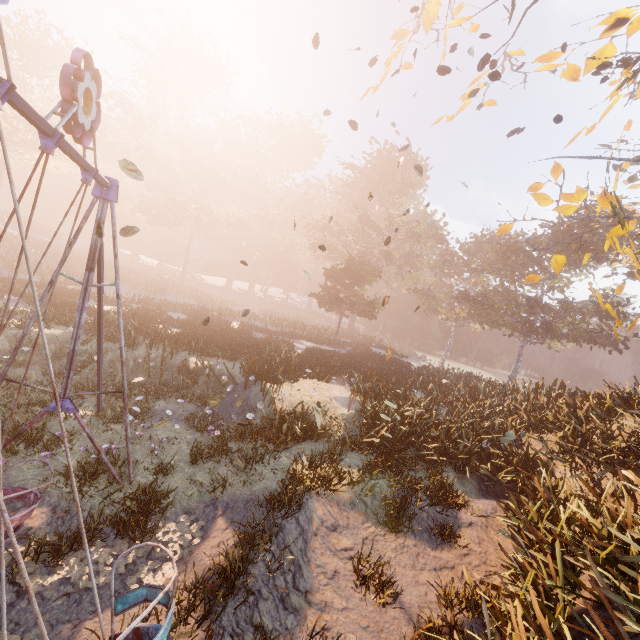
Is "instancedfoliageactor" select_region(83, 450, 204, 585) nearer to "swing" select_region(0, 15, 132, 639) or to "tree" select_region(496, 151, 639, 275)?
"swing" select_region(0, 15, 132, 639)

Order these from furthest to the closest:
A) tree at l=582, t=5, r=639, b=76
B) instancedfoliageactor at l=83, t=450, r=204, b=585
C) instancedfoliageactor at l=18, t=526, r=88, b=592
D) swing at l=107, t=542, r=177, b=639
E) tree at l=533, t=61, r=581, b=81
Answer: tree at l=533, t=61, r=581, b=81
tree at l=582, t=5, r=639, b=76
instancedfoliageactor at l=83, t=450, r=204, b=585
instancedfoliageactor at l=18, t=526, r=88, b=592
swing at l=107, t=542, r=177, b=639

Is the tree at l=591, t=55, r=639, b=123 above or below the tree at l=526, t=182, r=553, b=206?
above

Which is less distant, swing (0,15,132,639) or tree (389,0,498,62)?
swing (0,15,132,639)

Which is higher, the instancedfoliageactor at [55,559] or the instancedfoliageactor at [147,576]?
the instancedfoliageactor at [55,559]

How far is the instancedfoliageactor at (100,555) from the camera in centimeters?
548cm

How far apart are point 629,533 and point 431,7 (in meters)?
13.09

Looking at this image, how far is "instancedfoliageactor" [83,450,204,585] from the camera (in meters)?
5.48
